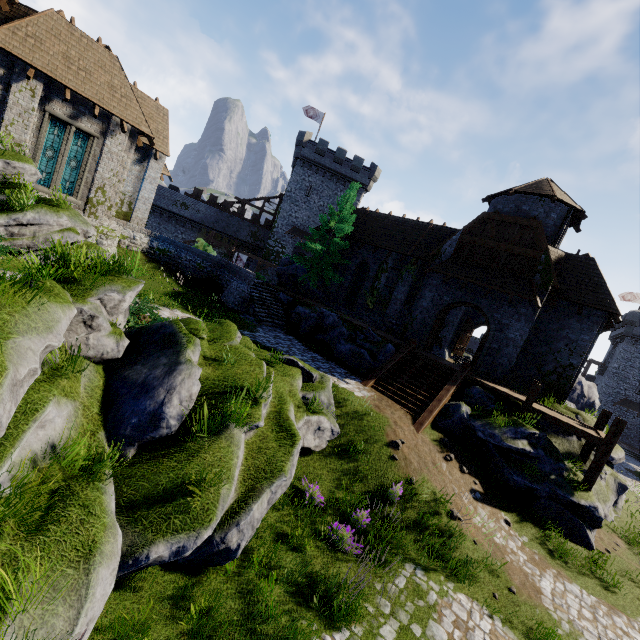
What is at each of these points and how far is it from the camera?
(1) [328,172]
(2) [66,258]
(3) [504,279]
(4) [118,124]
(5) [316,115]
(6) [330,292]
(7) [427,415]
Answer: (1) building, 42.7m
(2) instancedfoliageactor, 7.2m
(3) awning, 17.7m
(4) building, 17.5m
(5) flag, 42.3m
(6) building, 27.8m
(7) stairs, 13.4m

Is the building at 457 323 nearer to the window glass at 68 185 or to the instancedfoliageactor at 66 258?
the window glass at 68 185

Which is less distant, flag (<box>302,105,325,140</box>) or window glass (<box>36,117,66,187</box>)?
window glass (<box>36,117,66,187</box>)

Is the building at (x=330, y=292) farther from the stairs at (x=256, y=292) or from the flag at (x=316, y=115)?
the flag at (x=316, y=115)

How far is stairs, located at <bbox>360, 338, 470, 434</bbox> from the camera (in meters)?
13.76

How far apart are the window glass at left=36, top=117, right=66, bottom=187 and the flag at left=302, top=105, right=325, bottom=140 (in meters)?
32.35

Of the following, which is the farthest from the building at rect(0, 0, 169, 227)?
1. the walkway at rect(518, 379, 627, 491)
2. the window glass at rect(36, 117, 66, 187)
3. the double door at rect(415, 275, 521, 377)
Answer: the walkway at rect(518, 379, 627, 491)

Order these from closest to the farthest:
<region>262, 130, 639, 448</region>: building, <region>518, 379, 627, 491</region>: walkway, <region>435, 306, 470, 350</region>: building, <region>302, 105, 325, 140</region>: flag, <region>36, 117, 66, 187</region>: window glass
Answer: <region>518, 379, 627, 491</region>: walkway
<region>36, 117, 66, 187</region>: window glass
<region>262, 130, 639, 448</region>: building
<region>435, 306, 470, 350</region>: building
<region>302, 105, 325, 140</region>: flag
